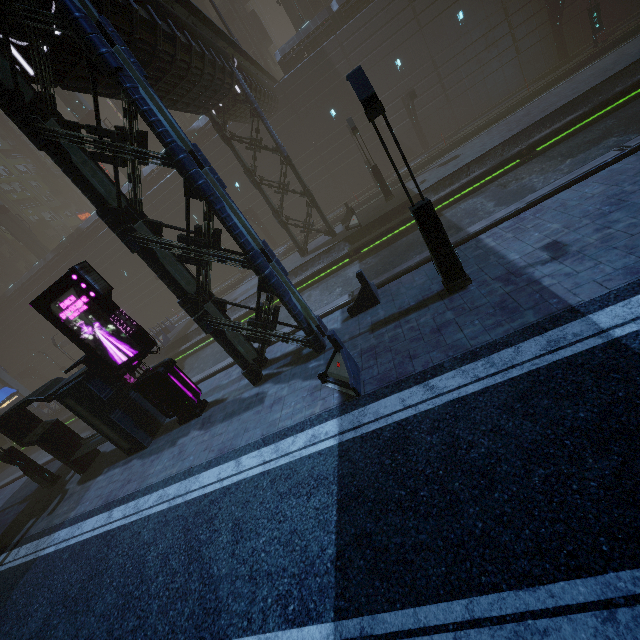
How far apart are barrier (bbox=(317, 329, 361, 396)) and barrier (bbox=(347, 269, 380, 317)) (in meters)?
2.75

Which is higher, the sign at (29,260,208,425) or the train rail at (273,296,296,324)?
the sign at (29,260,208,425)

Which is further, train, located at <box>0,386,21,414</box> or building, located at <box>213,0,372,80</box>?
train, located at <box>0,386,21,414</box>

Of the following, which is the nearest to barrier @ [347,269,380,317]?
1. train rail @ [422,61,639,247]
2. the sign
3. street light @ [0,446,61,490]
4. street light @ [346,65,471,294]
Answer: train rail @ [422,61,639,247]

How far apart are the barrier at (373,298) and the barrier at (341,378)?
2.75m

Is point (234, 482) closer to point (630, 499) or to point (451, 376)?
point (451, 376)

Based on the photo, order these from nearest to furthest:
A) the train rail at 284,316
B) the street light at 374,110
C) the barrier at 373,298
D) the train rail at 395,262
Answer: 1. the street light at 374,110
2. the barrier at 373,298
3. the train rail at 395,262
4. the train rail at 284,316

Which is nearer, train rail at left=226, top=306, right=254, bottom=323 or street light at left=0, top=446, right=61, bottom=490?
street light at left=0, top=446, right=61, bottom=490
